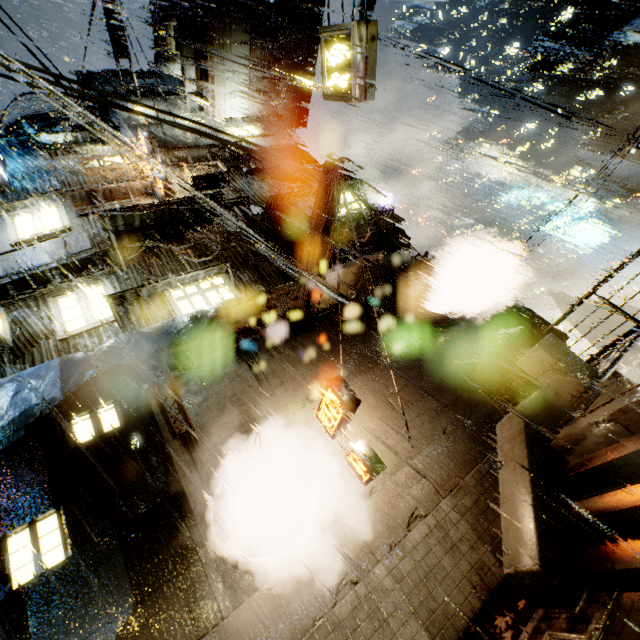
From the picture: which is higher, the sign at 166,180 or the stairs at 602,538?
the sign at 166,180

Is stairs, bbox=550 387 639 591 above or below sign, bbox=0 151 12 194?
below

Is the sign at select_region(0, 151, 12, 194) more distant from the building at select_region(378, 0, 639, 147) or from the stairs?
the stairs

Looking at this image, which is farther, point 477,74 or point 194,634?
point 477,74

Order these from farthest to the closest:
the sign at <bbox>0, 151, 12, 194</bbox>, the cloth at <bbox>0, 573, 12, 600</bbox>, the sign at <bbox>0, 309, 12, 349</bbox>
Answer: the sign at <bbox>0, 151, 12, 194</bbox>, the sign at <bbox>0, 309, 12, 349</bbox>, the cloth at <bbox>0, 573, 12, 600</bbox>

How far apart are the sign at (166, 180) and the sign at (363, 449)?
11.75m

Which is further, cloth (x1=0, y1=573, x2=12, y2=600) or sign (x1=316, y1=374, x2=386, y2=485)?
sign (x1=316, y1=374, x2=386, y2=485)

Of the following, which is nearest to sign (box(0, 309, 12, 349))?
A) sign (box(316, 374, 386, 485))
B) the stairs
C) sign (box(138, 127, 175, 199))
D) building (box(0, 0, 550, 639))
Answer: building (box(0, 0, 550, 639))
